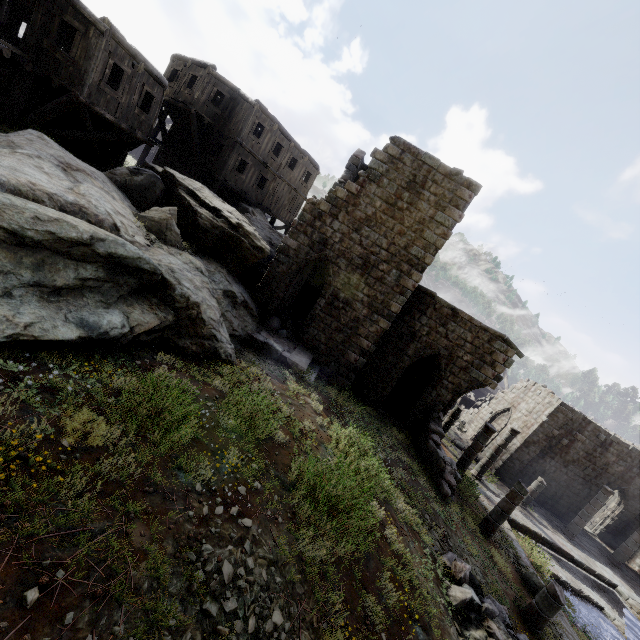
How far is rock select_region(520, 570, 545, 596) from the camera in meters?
11.5 m

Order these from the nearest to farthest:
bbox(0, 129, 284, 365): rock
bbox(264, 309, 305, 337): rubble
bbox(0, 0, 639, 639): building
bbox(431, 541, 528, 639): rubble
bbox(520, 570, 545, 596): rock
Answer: bbox(0, 129, 284, 365): rock → bbox(431, 541, 528, 639): rubble → bbox(520, 570, 545, 596): rock → bbox(0, 0, 639, 639): building → bbox(264, 309, 305, 337): rubble

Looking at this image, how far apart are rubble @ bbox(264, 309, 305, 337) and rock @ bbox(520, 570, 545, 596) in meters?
12.8 m

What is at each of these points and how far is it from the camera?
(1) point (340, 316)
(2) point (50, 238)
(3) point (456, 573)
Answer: (1) building, 14.5 meters
(2) rock, 5.9 meters
(3) rubble, 7.8 meters

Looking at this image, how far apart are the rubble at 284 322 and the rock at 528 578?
12.8m

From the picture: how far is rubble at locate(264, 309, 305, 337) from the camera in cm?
1453

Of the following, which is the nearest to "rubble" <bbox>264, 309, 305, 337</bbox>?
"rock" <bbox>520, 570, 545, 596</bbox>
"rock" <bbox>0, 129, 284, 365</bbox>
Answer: "rock" <bbox>0, 129, 284, 365</bbox>

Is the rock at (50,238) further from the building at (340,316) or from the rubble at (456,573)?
the rubble at (456,573)
